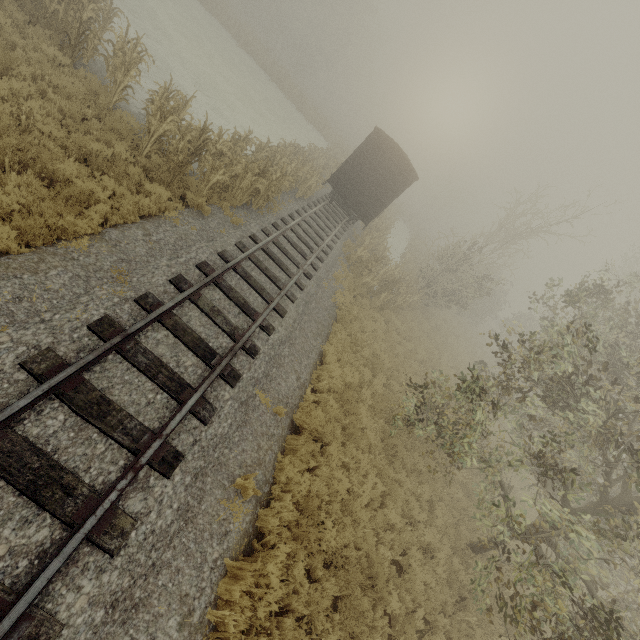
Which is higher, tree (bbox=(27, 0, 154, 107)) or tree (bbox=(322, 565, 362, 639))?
tree (bbox=(27, 0, 154, 107))

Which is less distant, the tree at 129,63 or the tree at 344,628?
the tree at 344,628

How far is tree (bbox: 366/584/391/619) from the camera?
6.3 meters

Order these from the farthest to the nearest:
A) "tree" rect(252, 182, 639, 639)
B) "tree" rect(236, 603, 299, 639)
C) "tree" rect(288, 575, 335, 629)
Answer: "tree" rect(252, 182, 639, 639)
"tree" rect(288, 575, 335, 629)
"tree" rect(236, 603, 299, 639)

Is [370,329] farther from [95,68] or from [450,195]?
[450,195]

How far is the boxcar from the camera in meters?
16.7
